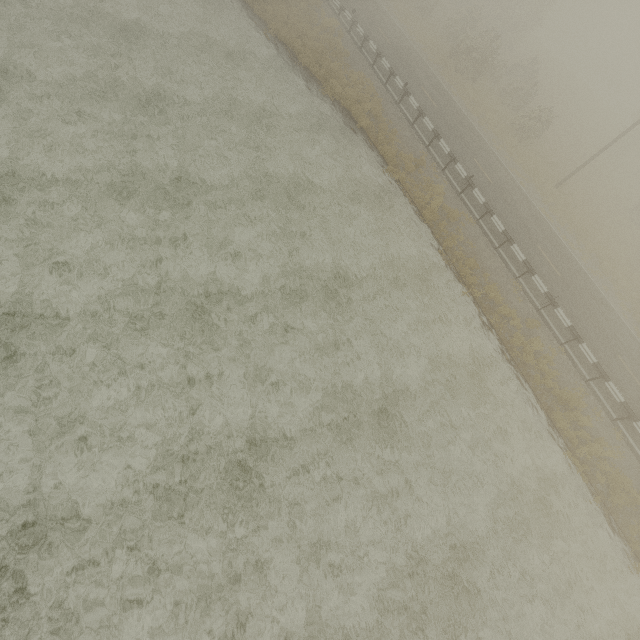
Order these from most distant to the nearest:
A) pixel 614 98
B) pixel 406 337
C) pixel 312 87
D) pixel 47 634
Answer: pixel 614 98 < pixel 312 87 < pixel 406 337 < pixel 47 634
